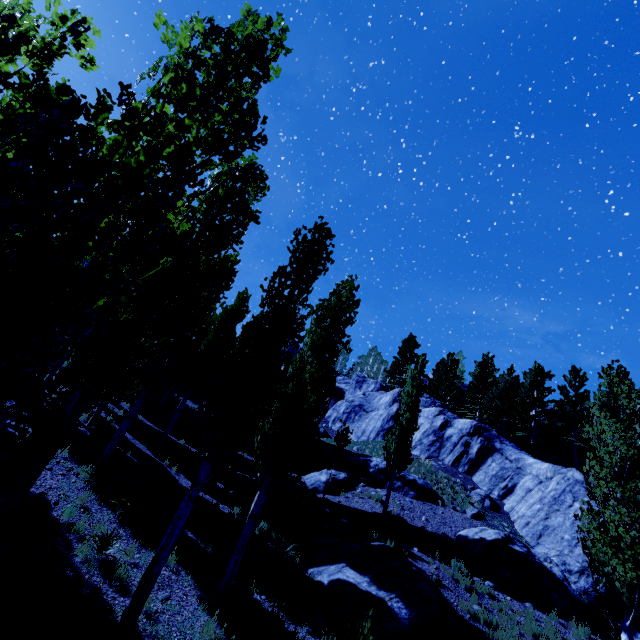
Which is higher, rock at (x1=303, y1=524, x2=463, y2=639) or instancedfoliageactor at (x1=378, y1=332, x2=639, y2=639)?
instancedfoliageactor at (x1=378, y1=332, x2=639, y2=639)

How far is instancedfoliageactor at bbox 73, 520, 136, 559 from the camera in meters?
7.0

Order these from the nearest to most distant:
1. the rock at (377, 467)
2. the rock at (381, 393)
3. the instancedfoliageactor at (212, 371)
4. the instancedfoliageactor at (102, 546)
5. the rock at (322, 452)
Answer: the instancedfoliageactor at (212, 371) → the instancedfoliageactor at (102, 546) → the rock at (377, 467) → the rock at (322, 452) → the rock at (381, 393)

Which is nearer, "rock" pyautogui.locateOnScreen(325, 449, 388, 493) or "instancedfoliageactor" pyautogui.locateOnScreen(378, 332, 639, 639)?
"instancedfoliageactor" pyautogui.locateOnScreen(378, 332, 639, 639)

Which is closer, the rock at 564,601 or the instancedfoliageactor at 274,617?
the instancedfoliageactor at 274,617

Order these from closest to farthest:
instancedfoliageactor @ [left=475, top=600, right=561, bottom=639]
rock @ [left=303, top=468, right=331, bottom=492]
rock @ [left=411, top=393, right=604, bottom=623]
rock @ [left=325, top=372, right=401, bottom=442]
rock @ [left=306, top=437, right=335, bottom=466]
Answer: instancedfoliageactor @ [left=475, top=600, right=561, bottom=639], rock @ [left=411, top=393, right=604, bottom=623], rock @ [left=303, top=468, right=331, bottom=492], rock @ [left=306, top=437, right=335, bottom=466], rock @ [left=325, top=372, right=401, bottom=442]

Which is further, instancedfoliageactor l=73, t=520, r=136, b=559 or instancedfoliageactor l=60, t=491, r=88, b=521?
instancedfoliageactor l=60, t=491, r=88, b=521

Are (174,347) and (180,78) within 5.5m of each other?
no
